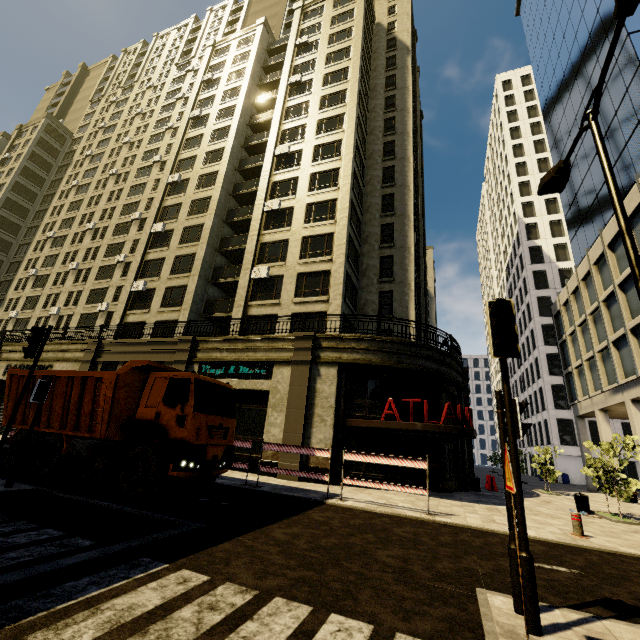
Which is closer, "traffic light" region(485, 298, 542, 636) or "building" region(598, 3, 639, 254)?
"traffic light" region(485, 298, 542, 636)

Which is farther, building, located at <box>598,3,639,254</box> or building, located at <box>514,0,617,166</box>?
building, located at <box>514,0,617,166</box>

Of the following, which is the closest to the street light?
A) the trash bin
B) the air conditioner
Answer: the trash bin

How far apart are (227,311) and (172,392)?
15.34m

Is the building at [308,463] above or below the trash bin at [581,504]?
above

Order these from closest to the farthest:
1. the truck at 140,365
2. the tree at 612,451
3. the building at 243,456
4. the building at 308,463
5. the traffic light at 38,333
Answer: the traffic light at 38,333
the truck at 140,365
the tree at 612,451
the building at 308,463
the building at 243,456

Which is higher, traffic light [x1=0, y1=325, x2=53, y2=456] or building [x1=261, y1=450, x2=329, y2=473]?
traffic light [x1=0, y1=325, x2=53, y2=456]

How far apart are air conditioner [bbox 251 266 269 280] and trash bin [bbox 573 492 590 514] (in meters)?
20.11
